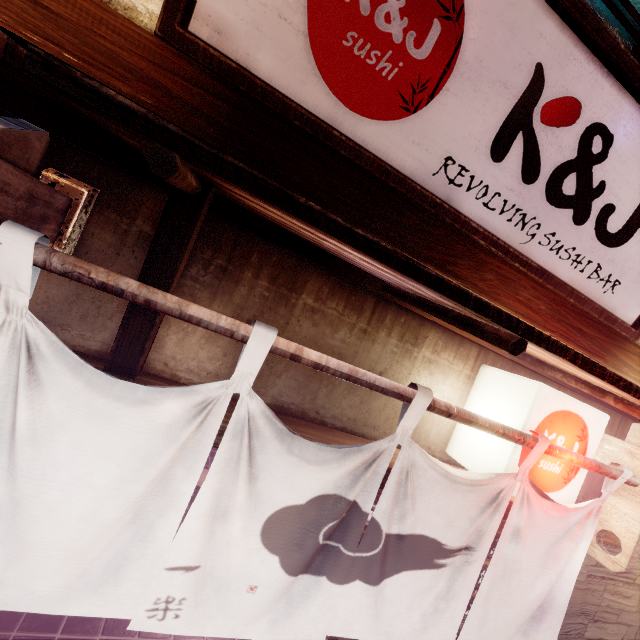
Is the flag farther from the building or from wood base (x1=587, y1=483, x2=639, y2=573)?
the building

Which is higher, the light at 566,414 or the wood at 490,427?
the light at 566,414

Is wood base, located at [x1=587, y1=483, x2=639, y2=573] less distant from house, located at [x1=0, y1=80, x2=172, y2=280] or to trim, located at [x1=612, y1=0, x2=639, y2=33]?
house, located at [x1=0, y1=80, x2=172, y2=280]

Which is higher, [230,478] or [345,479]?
[345,479]

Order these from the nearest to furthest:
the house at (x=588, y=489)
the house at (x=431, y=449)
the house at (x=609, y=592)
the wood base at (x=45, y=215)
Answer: the wood base at (x=45, y=215) → the house at (x=431, y=449) → the house at (x=609, y=592) → the house at (x=588, y=489)

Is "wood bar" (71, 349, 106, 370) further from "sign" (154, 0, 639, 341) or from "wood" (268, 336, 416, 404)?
"sign" (154, 0, 639, 341)

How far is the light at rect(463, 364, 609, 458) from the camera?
3.45m

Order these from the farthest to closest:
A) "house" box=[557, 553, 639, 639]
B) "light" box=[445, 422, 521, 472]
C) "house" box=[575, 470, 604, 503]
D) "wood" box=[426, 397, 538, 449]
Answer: "house" box=[575, 470, 604, 503] → "house" box=[557, 553, 639, 639] → "light" box=[445, 422, 521, 472] → "wood" box=[426, 397, 538, 449]
